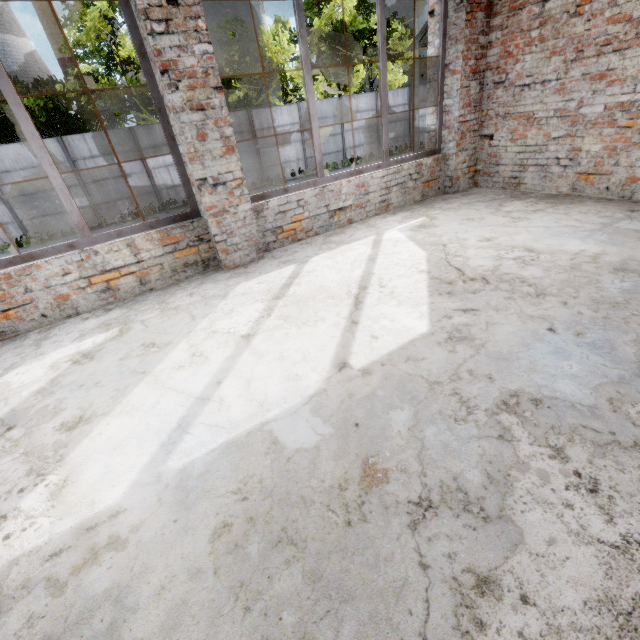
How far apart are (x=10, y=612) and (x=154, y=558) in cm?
58

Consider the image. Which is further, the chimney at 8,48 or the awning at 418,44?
the chimney at 8,48

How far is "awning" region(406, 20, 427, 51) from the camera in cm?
628

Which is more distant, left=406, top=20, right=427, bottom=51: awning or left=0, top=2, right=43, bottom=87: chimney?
left=0, top=2, right=43, bottom=87: chimney

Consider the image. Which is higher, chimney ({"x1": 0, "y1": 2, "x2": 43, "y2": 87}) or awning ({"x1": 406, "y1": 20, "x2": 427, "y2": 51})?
chimney ({"x1": 0, "y1": 2, "x2": 43, "y2": 87})

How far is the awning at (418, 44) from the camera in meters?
6.3 m
